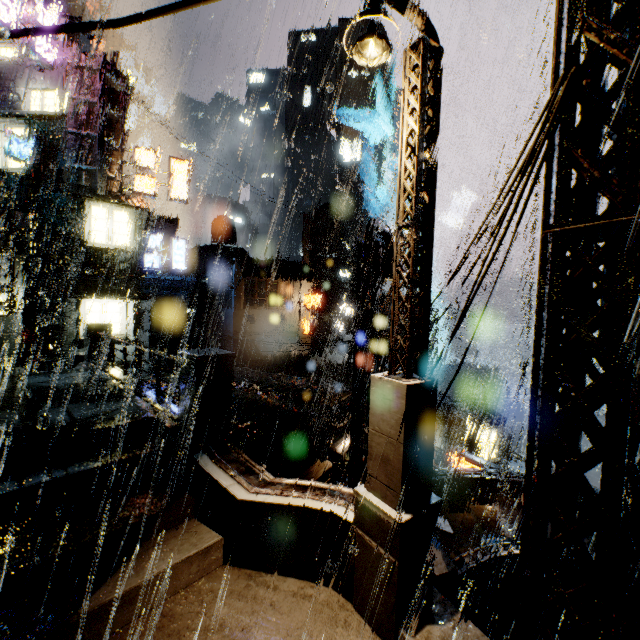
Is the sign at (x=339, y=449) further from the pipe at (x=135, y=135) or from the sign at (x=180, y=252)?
the pipe at (x=135, y=135)

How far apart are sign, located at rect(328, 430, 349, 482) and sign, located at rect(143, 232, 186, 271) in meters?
21.4 m

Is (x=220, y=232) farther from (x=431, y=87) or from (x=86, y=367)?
(x=431, y=87)

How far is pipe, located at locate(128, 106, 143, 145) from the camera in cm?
5025

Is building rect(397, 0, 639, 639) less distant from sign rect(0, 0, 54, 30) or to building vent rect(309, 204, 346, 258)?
sign rect(0, 0, 54, 30)

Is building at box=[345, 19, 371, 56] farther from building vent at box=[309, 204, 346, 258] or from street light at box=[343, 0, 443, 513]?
building vent at box=[309, 204, 346, 258]

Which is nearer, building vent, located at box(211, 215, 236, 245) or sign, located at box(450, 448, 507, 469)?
sign, located at box(450, 448, 507, 469)

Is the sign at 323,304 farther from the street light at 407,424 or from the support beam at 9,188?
the support beam at 9,188
